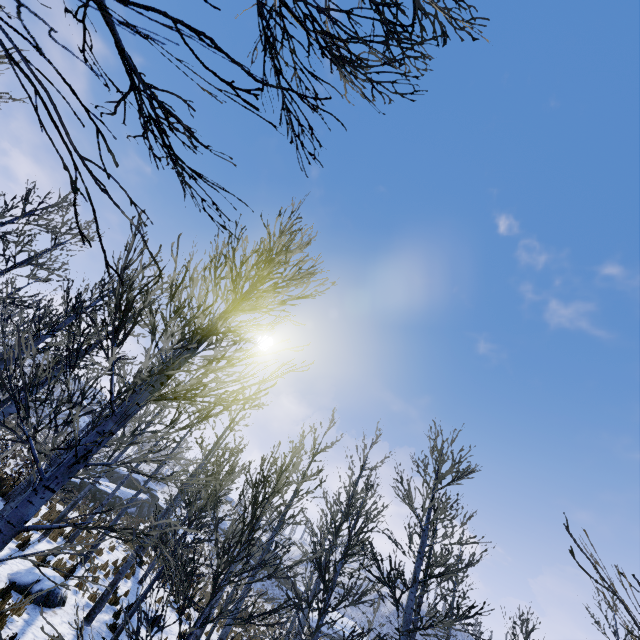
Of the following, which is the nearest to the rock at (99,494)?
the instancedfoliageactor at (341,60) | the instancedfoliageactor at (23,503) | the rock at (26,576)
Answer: the rock at (26,576)

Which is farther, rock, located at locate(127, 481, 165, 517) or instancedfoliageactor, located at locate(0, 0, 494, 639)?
rock, located at locate(127, 481, 165, 517)

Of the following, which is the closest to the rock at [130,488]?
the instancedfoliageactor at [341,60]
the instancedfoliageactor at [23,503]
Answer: the instancedfoliageactor at [23,503]

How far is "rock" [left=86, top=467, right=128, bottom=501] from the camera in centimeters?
3078cm

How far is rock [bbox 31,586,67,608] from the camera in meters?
8.9 m

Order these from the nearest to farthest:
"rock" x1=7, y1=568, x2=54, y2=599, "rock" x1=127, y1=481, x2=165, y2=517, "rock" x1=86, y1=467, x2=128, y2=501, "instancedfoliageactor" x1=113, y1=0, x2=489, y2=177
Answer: "instancedfoliageactor" x1=113, y1=0, x2=489, y2=177 < "rock" x1=7, y1=568, x2=54, y2=599 < "rock" x1=86, y1=467, x2=128, y2=501 < "rock" x1=127, y1=481, x2=165, y2=517

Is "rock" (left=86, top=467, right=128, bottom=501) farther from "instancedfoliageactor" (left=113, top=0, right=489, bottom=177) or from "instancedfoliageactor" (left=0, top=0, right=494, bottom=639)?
"instancedfoliageactor" (left=113, top=0, right=489, bottom=177)

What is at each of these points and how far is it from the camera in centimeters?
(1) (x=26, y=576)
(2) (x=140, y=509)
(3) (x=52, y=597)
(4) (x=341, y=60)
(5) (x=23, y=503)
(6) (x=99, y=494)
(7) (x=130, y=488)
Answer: (1) rock, 908cm
(2) rock, 3691cm
(3) rock, 920cm
(4) instancedfoliageactor, 164cm
(5) instancedfoliageactor, 244cm
(6) rock, 3103cm
(7) rock, 3953cm
